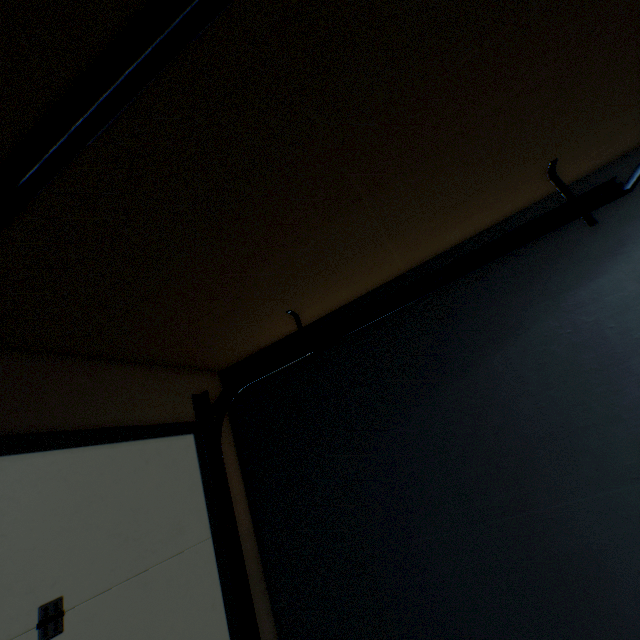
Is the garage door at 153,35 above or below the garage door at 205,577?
above

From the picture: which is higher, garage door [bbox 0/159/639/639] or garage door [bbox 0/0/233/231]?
garage door [bbox 0/0/233/231]

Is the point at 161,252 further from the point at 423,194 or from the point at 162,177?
the point at 423,194
